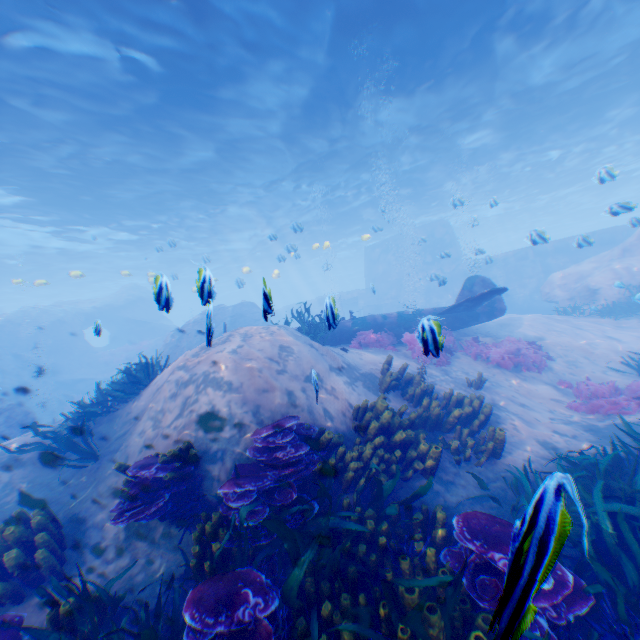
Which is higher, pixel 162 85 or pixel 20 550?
pixel 162 85

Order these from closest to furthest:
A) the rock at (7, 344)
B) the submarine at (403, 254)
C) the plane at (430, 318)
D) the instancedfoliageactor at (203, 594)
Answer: the instancedfoliageactor at (203, 594) → the plane at (430, 318) → the rock at (7, 344) → the submarine at (403, 254)

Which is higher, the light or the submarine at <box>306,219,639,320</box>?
the light

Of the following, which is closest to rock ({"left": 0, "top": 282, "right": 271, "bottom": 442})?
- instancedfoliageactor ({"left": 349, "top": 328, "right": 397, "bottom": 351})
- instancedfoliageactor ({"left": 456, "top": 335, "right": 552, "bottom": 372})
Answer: instancedfoliageactor ({"left": 456, "top": 335, "right": 552, "bottom": 372})

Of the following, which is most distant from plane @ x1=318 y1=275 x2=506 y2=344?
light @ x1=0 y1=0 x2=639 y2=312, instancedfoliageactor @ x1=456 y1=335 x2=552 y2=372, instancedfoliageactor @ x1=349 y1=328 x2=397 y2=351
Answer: light @ x1=0 y1=0 x2=639 y2=312

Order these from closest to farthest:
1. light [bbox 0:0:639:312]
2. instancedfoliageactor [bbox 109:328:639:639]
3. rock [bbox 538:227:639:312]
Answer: instancedfoliageactor [bbox 109:328:639:639] < light [bbox 0:0:639:312] < rock [bbox 538:227:639:312]

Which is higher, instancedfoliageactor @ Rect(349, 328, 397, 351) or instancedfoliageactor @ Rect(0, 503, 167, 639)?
instancedfoliageactor @ Rect(349, 328, 397, 351)

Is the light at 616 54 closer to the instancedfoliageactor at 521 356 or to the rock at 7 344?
the rock at 7 344
